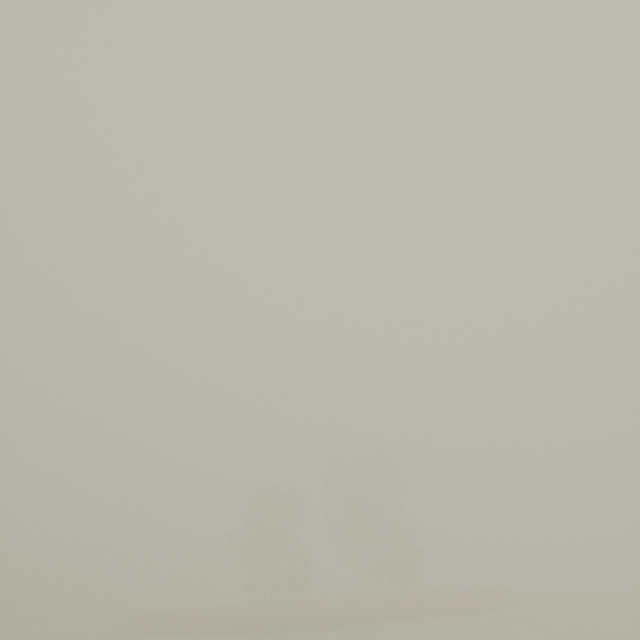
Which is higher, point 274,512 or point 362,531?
point 274,512
